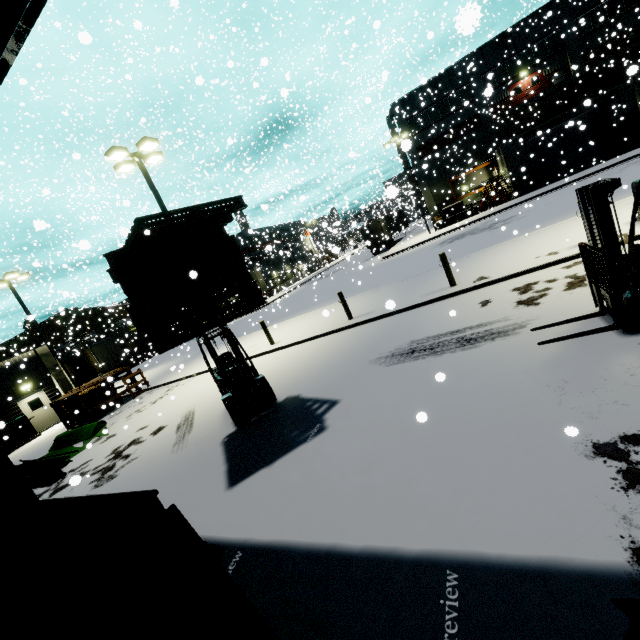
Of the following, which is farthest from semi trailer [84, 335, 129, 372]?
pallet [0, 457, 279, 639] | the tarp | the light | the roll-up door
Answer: the tarp

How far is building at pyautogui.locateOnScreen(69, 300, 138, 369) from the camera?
38.1m

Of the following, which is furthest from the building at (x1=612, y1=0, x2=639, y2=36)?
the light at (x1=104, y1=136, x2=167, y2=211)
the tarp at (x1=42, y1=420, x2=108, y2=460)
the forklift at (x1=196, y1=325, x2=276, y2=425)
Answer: the light at (x1=104, y1=136, x2=167, y2=211)

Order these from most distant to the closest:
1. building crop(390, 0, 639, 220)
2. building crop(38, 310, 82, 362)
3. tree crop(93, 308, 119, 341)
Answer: tree crop(93, 308, 119, 341) < building crop(38, 310, 82, 362) < building crop(390, 0, 639, 220)

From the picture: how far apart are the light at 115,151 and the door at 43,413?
15.95m

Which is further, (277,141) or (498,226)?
(277,141)

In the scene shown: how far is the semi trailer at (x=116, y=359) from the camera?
29.6 meters

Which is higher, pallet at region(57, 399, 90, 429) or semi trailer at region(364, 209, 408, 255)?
semi trailer at region(364, 209, 408, 255)
